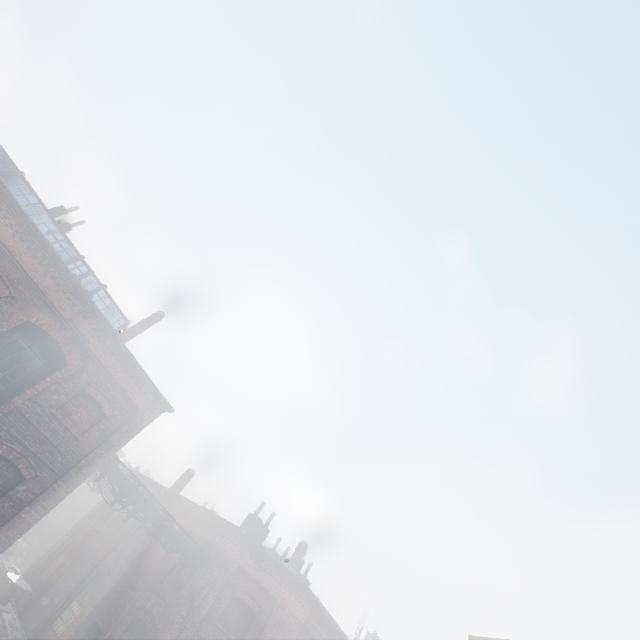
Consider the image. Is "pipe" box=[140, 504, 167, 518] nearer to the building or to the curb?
the building

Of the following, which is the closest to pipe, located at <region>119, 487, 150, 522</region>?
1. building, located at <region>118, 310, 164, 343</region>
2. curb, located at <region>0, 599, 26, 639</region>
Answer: building, located at <region>118, 310, 164, 343</region>

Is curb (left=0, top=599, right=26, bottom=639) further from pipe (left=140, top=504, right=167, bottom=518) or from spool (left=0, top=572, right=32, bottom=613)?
pipe (left=140, top=504, right=167, bottom=518)

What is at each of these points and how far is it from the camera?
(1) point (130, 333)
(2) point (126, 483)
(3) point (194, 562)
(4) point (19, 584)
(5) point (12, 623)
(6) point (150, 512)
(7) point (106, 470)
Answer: (1) building, 15.5m
(2) pipe, 13.0m
(3) pipe, 14.9m
(4) spool, 15.9m
(5) curb, 15.3m
(6) pipe, 13.5m
(7) pipe, 12.5m

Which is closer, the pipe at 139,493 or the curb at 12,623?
the pipe at 139,493

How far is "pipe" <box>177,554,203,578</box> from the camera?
14.71m

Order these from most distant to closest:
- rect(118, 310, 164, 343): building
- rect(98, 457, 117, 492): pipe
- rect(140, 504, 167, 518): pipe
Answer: rect(118, 310, 164, 343): building → rect(140, 504, 167, 518): pipe → rect(98, 457, 117, 492): pipe

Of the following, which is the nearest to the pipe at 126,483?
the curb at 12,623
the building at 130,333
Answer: the building at 130,333
